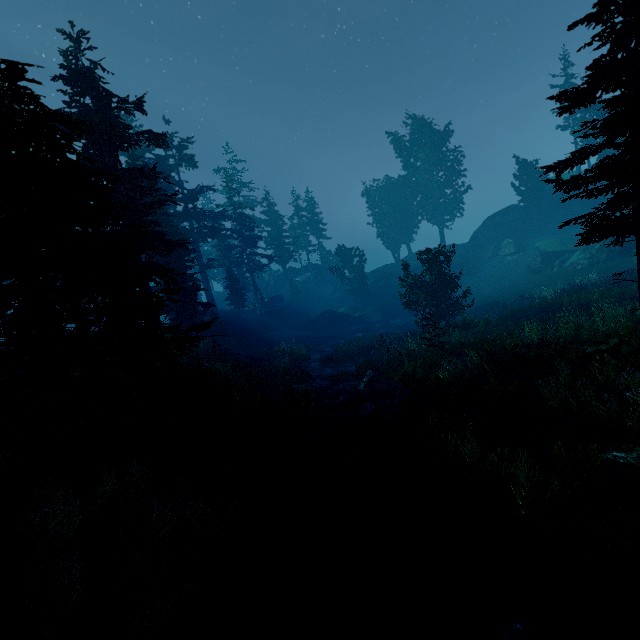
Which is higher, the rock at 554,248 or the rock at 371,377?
the rock at 554,248

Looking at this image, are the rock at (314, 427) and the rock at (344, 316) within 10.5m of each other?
no

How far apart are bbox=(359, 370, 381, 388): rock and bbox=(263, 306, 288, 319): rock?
30.0 meters

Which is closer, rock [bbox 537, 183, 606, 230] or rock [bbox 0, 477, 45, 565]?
rock [bbox 0, 477, 45, 565]

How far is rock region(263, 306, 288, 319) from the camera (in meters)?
48.19

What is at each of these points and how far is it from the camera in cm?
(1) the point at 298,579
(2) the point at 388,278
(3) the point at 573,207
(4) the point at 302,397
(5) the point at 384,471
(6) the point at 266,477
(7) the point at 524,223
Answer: (1) instancedfoliageactor, 484
(2) rock, 5088
(3) rock, 3997
(4) instancedfoliageactor, 1725
(5) instancedfoliageactor, 779
(6) rock, 711
(7) rock, 4256

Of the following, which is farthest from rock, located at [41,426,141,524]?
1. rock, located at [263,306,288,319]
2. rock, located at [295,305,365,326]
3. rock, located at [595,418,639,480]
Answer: rock, located at [263,306,288,319]

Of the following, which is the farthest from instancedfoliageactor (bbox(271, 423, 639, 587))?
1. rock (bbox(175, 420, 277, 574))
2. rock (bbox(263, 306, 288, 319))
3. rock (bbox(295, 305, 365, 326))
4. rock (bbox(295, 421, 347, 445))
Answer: rock (bbox(295, 305, 365, 326))
